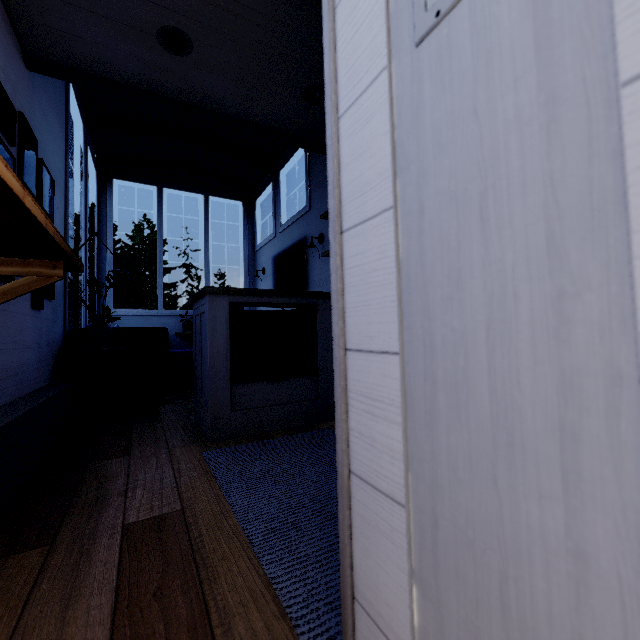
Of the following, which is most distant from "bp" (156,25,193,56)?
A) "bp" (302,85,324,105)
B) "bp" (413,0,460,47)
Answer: "bp" (413,0,460,47)

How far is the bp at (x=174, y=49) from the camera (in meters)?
1.95

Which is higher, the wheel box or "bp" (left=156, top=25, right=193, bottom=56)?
"bp" (left=156, top=25, right=193, bottom=56)

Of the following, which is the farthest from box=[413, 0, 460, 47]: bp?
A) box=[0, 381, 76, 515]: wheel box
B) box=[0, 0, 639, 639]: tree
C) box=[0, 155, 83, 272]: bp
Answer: box=[0, 381, 76, 515]: wheel box

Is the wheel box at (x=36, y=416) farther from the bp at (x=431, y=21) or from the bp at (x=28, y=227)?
the bp at (x=431, y=21)

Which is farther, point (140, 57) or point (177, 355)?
point (177, 355)

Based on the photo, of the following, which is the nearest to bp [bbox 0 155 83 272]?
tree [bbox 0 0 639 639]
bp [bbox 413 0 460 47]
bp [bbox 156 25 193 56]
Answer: tree [bbox 0 0 639 639]

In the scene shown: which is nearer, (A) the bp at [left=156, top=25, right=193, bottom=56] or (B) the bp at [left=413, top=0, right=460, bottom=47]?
(B) the bp at [left=413, top=0, right=460, bottom=47]
